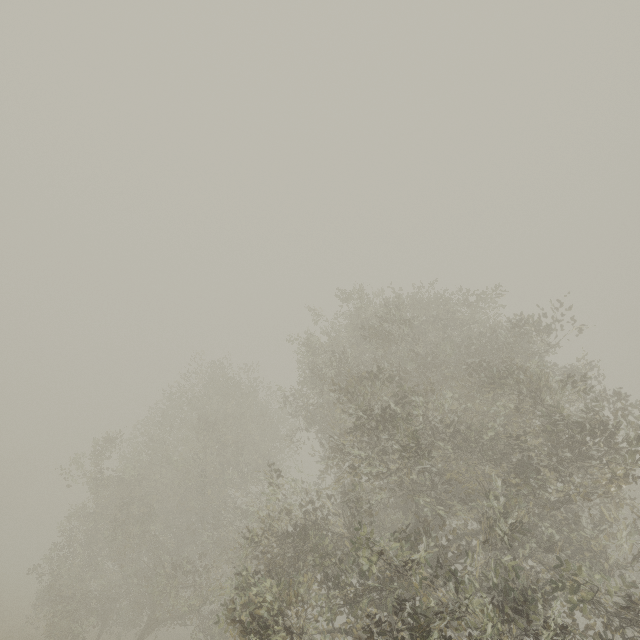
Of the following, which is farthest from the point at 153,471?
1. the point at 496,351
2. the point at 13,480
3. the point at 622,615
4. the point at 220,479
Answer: the point at 13,480
